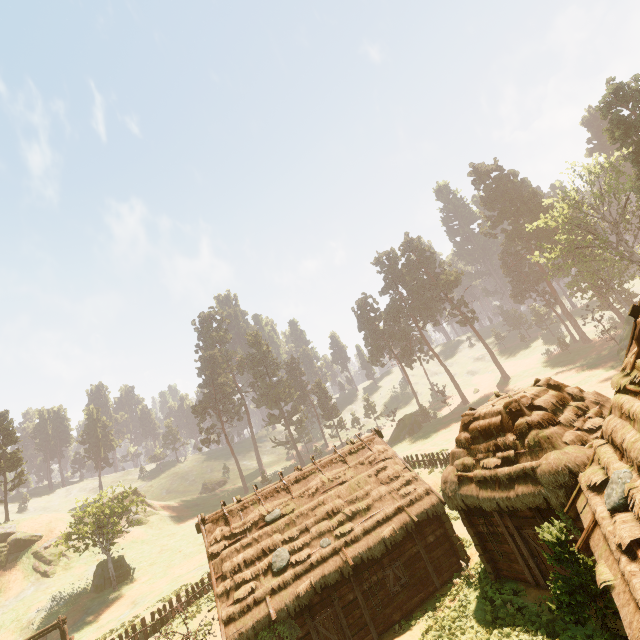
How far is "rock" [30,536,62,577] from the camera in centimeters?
3978cm

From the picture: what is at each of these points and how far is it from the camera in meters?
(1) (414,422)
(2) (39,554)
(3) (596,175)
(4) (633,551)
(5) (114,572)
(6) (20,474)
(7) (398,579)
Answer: (1) treerock, 57.9
(2) rock, 41.2
(3) treerock, 44.2
(4) building, 6.0
(5) treerock, 35.6
(6) treerock, 48.9
(7) bp, 16.4

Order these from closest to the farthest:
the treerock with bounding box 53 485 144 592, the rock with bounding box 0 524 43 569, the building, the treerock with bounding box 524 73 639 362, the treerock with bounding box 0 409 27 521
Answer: the building, the treerock with bounding box 524 73 639 362, the treerock with bounding box 53 485 144 592, the rock with bounding box 0 524 43 569, the treerock with bounding box 0 409 27 521

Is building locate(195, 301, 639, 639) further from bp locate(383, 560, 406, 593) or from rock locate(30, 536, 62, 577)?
rock locate(30, 536, 62, 577)

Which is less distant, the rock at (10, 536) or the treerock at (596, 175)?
the treerock at (596, 175)

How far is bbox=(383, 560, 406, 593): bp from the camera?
16.1 meters

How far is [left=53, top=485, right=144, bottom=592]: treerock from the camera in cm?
3350

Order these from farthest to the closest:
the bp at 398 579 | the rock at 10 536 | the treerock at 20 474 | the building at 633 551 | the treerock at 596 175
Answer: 1. the treerock at 20 474
2. the rock at 10 536
3. the treerock at 596 175
4. the bp at 398 579
5. the building at 633 551
